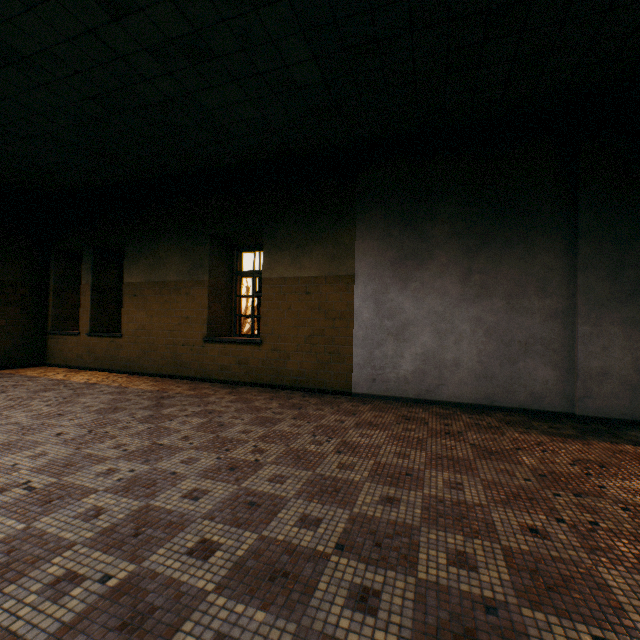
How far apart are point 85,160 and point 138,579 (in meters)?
6.83
